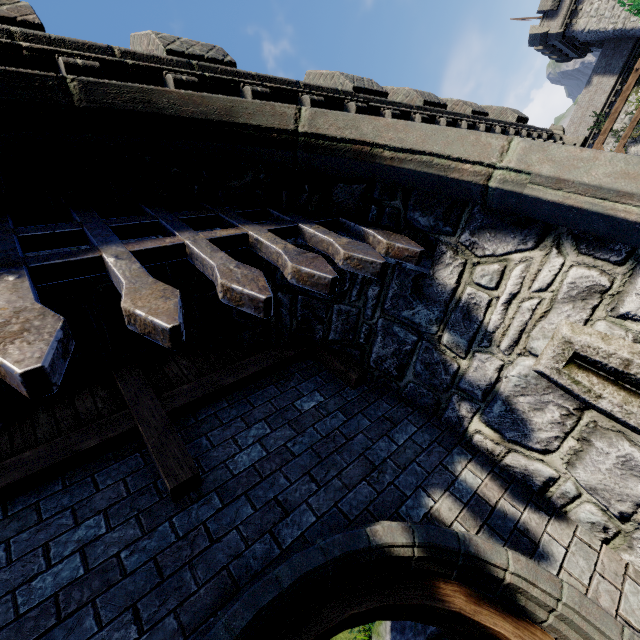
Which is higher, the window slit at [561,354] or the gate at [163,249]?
the gate at [163,249]

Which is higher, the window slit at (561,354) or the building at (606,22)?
the building at (606,22)

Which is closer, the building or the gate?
the gate

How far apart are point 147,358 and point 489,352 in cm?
359

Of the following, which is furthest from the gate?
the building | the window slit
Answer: the building

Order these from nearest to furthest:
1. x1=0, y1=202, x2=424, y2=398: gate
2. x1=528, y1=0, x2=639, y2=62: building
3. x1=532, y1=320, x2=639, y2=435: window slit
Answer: x1=0, y1=202, x2=424, y2=398: gate < x1=532, y1=320, x2=639, y2=435: window slit < x1=528, y1=0, x2=639, y2=62: building

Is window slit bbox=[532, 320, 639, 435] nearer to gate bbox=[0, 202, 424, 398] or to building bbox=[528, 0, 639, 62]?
gate bbox=[0, 202, 424, 398]

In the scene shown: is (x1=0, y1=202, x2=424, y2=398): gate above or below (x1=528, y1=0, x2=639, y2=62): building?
below
